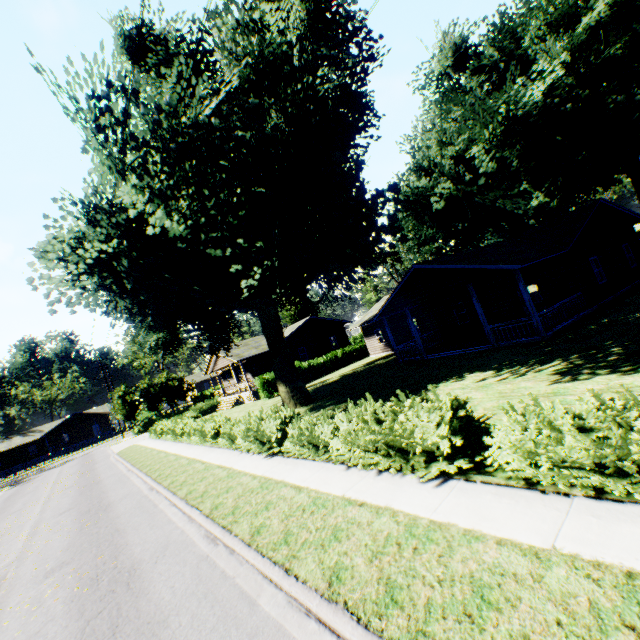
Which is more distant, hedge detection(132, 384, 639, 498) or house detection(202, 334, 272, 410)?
house detection(202, 334, 272, 410)

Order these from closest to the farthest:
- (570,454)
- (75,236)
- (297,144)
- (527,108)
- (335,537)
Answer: (570,454) < (335,537) < (297,144) < (75,236) < (527,108)

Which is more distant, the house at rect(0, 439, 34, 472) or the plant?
the house at rect(0, 439, 34, 472)

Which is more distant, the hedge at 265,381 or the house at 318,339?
the house at 318,339

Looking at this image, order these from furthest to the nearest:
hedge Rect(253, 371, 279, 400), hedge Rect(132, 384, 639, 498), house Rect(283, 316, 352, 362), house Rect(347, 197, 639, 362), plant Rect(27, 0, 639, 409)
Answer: house Rect(283, 316, 352, 362), hedge Rect(253, 371, 279, 400), house Rect(347, 197, 639, 362), plant Rect(27, 0, 639, 409), hedge Rect(132, 384, 639, 498)

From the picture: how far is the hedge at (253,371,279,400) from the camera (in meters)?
29.81

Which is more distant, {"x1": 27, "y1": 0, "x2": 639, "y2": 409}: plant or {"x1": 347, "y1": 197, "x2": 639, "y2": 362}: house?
{"x1": 347, "y1": 197, "x2": 639, "y2": 362}: house

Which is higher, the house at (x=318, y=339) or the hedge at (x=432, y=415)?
the house at (x=318, y=339)
